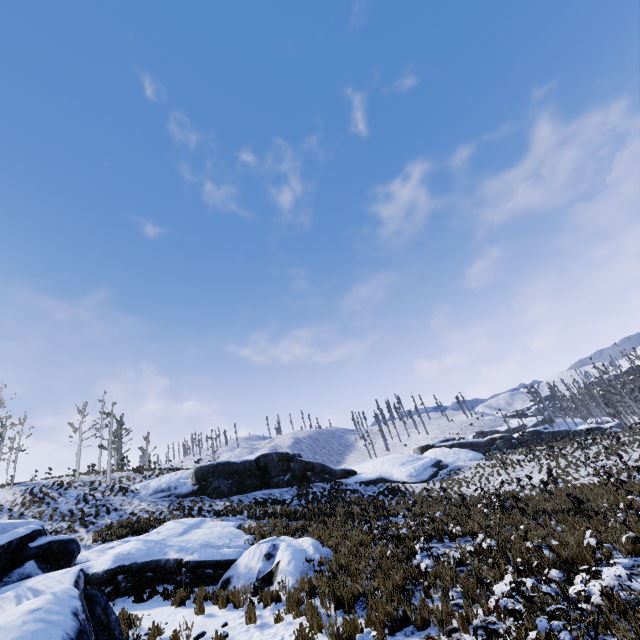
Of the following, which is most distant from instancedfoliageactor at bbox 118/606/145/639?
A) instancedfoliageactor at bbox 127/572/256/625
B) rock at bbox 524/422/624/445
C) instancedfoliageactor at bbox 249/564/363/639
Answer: rock at bbox 524/422/624/445

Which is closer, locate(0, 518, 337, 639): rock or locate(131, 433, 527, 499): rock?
locate(0, 518, 337, 639): rock

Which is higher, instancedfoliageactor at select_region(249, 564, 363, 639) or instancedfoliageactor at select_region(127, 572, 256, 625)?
instancedfoliageactor at select_region(127, 572, 256, 625)

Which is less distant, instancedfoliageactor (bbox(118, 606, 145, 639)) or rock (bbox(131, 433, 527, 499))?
instancedfoliageactor (bbox(118, 606, 145, 639))

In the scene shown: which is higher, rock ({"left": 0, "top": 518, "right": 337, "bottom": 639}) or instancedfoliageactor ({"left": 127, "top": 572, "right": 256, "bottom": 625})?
rock ({"left": 0, "top": 518, "right": 337, "bottom": 639})

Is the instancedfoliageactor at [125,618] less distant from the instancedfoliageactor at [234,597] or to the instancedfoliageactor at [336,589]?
the instancedfoliageactor at [234,597]

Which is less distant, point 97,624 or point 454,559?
point 97,624

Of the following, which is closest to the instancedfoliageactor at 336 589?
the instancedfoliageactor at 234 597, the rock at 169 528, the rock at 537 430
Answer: the rock at 169 528
